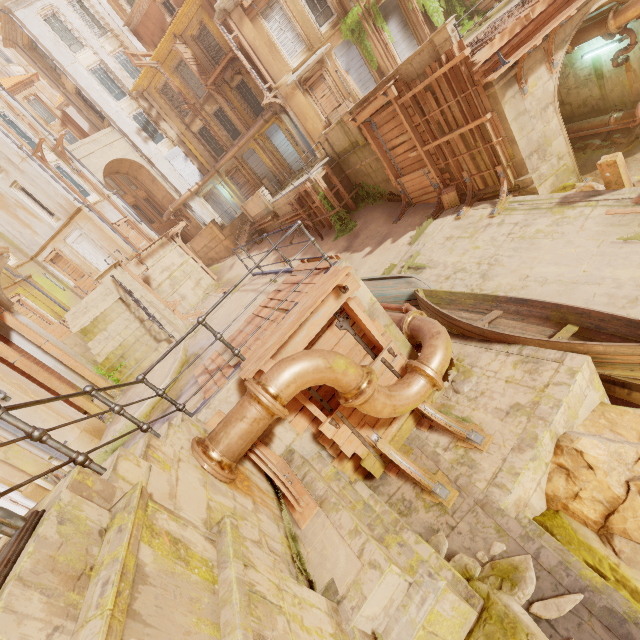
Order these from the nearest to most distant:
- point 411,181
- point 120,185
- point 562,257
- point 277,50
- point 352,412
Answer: point 352,412, point 562,257, point 411,181, point 277,50, point 120,185

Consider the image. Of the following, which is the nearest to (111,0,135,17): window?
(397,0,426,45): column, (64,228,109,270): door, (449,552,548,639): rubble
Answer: (64,228,109,270): door

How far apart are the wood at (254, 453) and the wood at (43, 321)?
19.80m

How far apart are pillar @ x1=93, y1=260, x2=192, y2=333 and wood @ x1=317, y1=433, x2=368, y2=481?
9.26m

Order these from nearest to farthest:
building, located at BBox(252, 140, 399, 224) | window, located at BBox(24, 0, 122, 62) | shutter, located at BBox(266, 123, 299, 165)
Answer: building, located at BBox(252, 140, 399, 224)
window, located at BBox(24, 0, 122, 62)
shutter, located at BBox(266, 123, 299, 165)

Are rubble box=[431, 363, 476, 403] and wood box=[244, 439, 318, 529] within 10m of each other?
yes

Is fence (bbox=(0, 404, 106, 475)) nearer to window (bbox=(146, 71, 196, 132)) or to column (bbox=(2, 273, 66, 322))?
column (bbox=(2, 273, 66, 322))

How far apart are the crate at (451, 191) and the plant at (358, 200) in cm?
439
